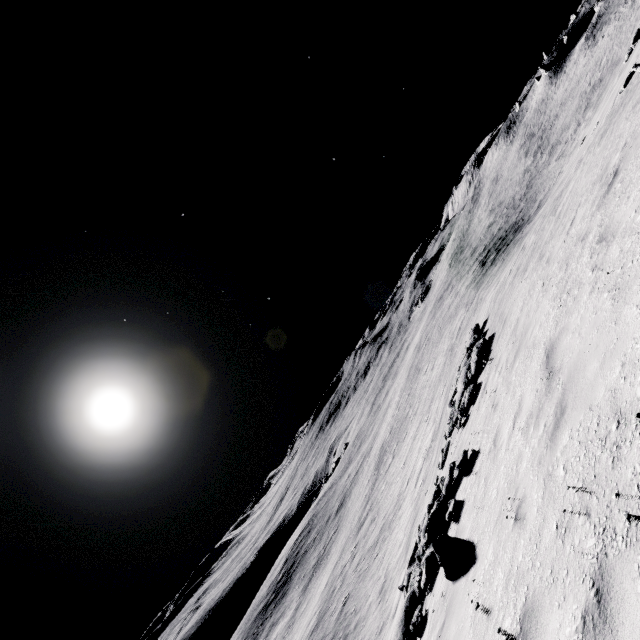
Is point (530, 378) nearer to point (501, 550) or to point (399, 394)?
point (501, 550)

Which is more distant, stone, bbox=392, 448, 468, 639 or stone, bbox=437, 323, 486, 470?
stone, bbox=437, 323, 486, 470

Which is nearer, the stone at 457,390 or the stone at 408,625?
the stone at 408,625

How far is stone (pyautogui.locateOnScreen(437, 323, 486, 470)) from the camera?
11.9m

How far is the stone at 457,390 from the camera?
11.88m
